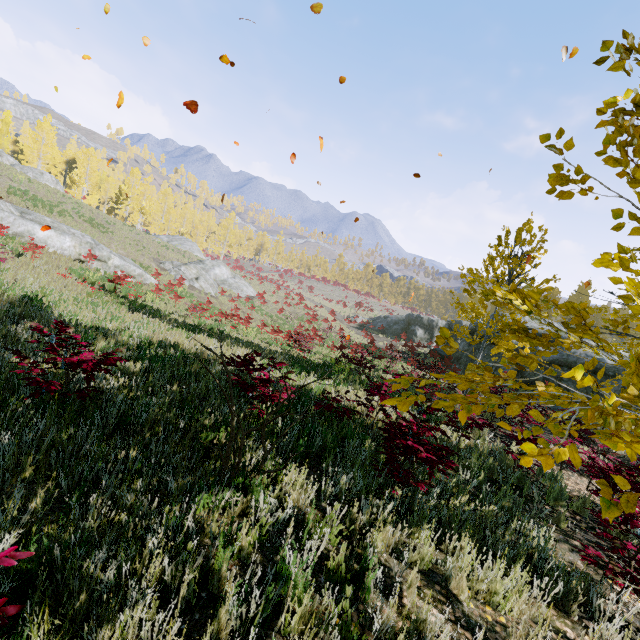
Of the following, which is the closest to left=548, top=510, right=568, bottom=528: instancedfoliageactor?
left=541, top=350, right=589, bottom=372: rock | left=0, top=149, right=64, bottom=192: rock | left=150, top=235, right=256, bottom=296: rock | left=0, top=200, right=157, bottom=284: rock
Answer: left=541, top=350, right=589, bottom=372: rock

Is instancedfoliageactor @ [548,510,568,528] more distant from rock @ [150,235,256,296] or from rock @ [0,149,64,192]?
rock @ [150,235,256,296]

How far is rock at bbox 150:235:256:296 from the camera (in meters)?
28.42

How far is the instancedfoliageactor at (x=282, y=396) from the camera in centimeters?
295cm

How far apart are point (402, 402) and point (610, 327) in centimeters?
5199cm

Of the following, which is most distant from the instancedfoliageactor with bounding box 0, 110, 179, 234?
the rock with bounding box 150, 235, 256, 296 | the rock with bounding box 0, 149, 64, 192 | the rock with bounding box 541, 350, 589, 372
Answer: the rock with bounding box 150, 235, 256, 296

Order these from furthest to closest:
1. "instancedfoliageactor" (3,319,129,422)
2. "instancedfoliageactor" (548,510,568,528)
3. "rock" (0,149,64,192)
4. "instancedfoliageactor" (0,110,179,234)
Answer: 1. "instancedfoliageactor" (0,110,179,234)
2. "rock" (0,149,64,192)
3. "instancedfoliageactor" (548,510,568,528)
4. "instancedfoliageactor" (3,319,129,422)

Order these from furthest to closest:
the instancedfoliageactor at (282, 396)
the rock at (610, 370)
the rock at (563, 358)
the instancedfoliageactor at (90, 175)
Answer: the instancedfoliageactor at (90, 175)
the rock at (563, 358)
the rock at (610, 370)
the instancedfoliageactor at (282, 396)
